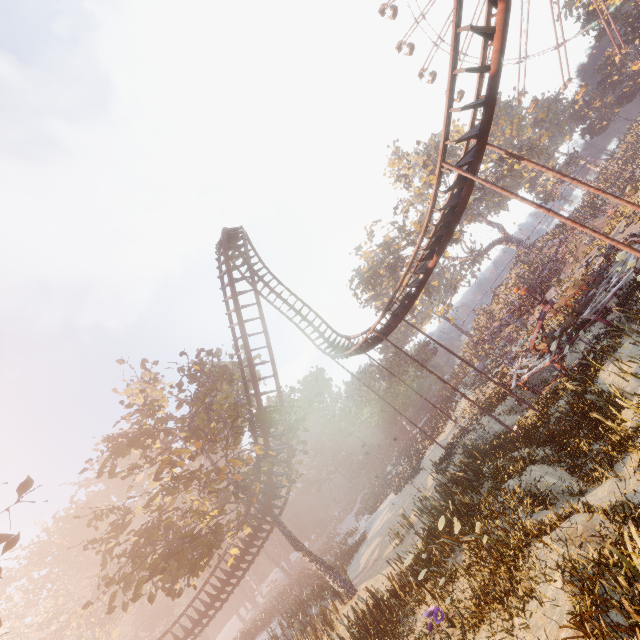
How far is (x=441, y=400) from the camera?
52.1 meters

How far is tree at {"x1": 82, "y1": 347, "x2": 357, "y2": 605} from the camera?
16.75m

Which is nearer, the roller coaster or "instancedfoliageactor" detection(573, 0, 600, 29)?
the roller coaster

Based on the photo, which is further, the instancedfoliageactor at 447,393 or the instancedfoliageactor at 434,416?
the instancedfoliageactor at 447,393

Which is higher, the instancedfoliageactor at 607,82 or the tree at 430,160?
the tree at 430,160

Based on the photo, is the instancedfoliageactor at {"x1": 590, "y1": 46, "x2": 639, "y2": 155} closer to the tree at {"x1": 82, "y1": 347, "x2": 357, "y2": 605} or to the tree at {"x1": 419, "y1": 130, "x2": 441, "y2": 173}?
the tree at {"x1": 419, "y1": 130, "x2": 441, "y2": 173}

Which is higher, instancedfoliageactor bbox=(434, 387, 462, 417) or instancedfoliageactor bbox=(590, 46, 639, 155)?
instancedfoliageactor bbox=(590, 46, 639, 155)
